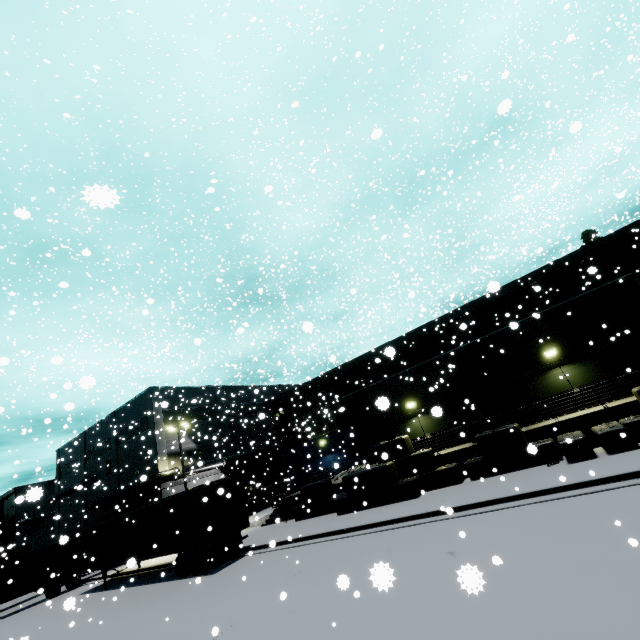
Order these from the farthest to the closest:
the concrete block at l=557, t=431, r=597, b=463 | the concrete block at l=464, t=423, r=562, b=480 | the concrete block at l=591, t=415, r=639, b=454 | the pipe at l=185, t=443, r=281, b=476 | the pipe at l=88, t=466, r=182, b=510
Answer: the pipe at l=185, t=443, r=281, b=476, the pipe at l=88, t=466, r=182, b=510, the concrete block at l=464, t=423, r=562, b=480, the concrete block at l=557, t=431, r=597, b=463, the concrete block at l=591, t=415, r=639, b=454

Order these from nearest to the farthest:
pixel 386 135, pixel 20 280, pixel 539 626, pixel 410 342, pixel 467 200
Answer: pixel 539 626
pixel 386 135
pixel 467 200
pixel 20 280
pixel 410 342

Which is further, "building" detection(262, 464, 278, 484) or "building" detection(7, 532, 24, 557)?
"building" detection(262, 464, 278, 484)

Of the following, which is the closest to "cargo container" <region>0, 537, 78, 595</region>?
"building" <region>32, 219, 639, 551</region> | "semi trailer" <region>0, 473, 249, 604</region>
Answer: "semi trailer" <region>0, 473, 249, 604</region>

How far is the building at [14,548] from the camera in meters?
15.0 m

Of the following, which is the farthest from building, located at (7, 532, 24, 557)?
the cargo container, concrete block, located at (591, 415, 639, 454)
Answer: the cargo container

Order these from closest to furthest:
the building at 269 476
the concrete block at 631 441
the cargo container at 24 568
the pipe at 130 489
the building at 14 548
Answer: the concrete block at 631 441 < the building at 14 548 < the cargo container at 24 568 < the pipe at 130 489 < the building at 269 476

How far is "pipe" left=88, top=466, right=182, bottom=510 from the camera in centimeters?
2920cm
